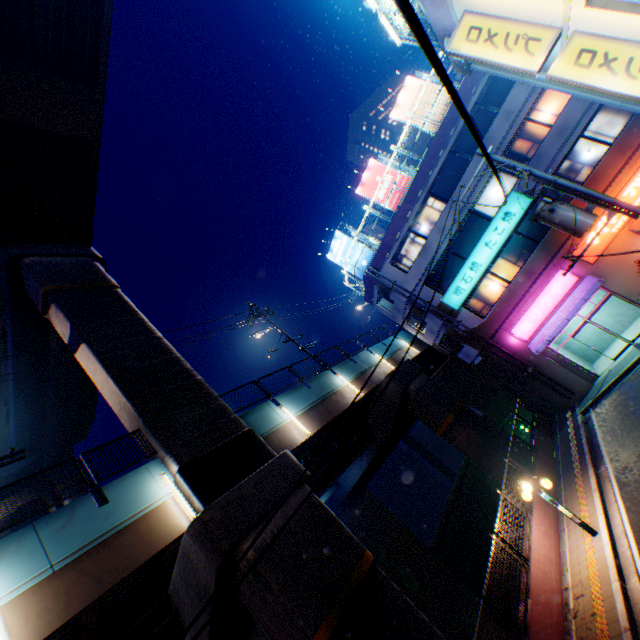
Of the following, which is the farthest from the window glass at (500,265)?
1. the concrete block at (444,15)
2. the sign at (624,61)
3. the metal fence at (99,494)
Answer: the sign at (624,61)

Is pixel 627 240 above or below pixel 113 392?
below

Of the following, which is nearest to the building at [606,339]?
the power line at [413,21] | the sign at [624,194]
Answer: the sign at [624,194]

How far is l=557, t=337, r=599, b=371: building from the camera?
20.3 meters

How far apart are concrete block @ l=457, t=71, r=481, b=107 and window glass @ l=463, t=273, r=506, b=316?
6.23m

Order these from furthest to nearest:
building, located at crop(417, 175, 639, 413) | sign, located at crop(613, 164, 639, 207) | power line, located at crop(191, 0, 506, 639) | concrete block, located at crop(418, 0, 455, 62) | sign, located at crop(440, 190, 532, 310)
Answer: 1. sign, located at crop(440, 190, 532, 310)
2. building, located at crop(417, 175, 639, 413)
3. sign, located at crop(613, 164, 639, 207)
4. concrete block, located at crop(418, 0, 455, 62)
5. power line, located at crop(191, 0, 506, 639)

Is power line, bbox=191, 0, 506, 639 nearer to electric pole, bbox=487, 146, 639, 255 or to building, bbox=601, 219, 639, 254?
electric pole, bbox=487, 146, 639, 255
